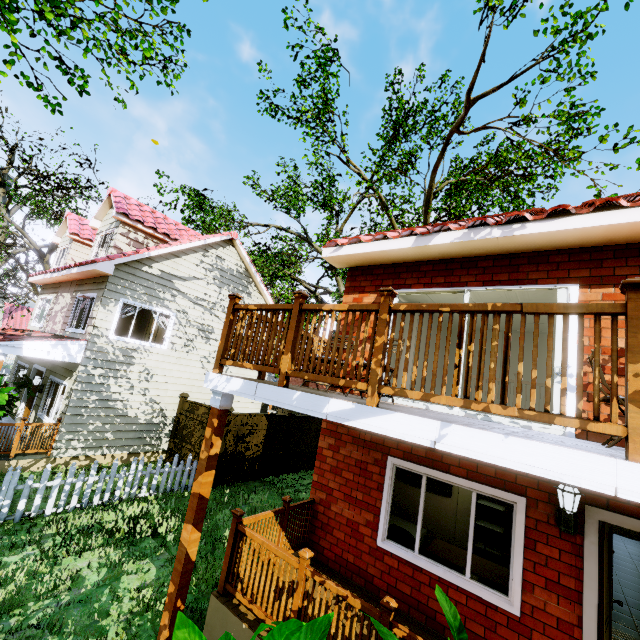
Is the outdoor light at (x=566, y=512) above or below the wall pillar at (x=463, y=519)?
above

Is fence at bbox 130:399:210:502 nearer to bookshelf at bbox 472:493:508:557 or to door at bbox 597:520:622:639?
door at bbox 597:520:622:639

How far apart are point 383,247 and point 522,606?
5.5m

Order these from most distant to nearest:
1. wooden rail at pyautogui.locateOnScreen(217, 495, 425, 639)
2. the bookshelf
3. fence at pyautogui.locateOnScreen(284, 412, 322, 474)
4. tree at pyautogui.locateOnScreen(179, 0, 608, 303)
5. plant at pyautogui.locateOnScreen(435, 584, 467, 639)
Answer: fence at pyautogui.locateOnScreen(284, 412, 322, 474) → tree at pyautogui.locateOnScreen(179, 0, 608, 303) → the bookshelf → wooden rail at pyautogui.locateOnScreen(217, 495, 425, 639) → plant at pyautogui.locateOnScreen(435, 584, 467, 639)

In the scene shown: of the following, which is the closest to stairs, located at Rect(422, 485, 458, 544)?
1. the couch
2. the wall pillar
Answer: the wall pillar

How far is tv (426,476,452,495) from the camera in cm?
738

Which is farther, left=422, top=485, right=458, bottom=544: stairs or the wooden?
left=422, top=485, right=458, bottom=544: stairs

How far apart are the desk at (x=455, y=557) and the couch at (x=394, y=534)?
0.1 meters
